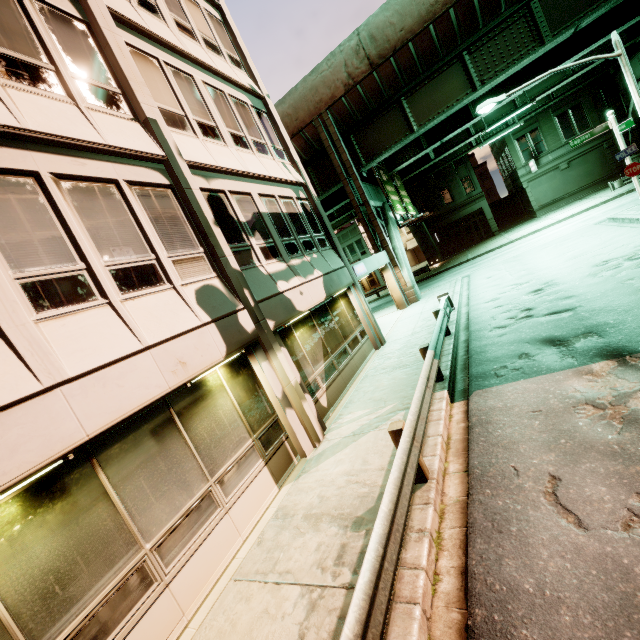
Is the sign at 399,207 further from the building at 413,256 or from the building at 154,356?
the building at 413,256

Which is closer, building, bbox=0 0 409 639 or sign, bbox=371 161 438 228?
building, bbox=0 0 409 639

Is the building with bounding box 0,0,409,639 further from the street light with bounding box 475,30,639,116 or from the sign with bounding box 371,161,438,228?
the street light with bounding box 475,30,639,116

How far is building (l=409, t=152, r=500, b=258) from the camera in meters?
35.8 m

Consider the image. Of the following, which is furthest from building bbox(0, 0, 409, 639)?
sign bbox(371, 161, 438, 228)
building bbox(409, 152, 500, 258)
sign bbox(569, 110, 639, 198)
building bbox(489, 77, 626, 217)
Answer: building bbox(489, 77, 626, 217)

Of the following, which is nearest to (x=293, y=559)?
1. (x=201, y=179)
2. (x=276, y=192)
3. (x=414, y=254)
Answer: (x=201, y=179)

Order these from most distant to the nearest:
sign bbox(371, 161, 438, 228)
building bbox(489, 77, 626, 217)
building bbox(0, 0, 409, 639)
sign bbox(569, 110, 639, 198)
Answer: building bbox(489, 77, 626, 217)
sign bbox(371, 161, 438, 228)
sign bbox(569, 110, 639, 198)
building bbox(0, 0, 409, 639)

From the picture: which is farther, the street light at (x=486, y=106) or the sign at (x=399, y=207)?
the sign at (x=399, y=207)
